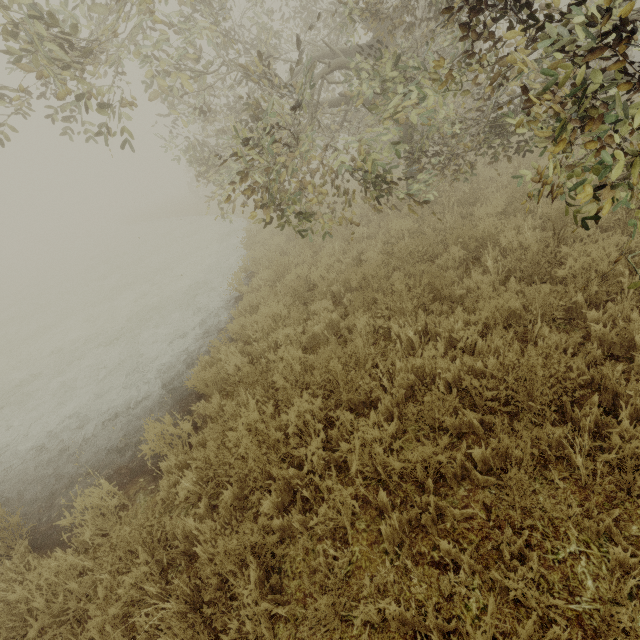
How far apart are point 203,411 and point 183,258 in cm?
1282

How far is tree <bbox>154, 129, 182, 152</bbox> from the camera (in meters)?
8.45

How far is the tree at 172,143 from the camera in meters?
8.5 m

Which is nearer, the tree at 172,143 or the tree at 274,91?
the tree at 274,91

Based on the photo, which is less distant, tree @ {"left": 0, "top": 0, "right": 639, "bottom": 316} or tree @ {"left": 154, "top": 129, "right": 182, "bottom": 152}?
tree @ {"left": 0, "top": 0, "right": 639, "bottom": 316}
